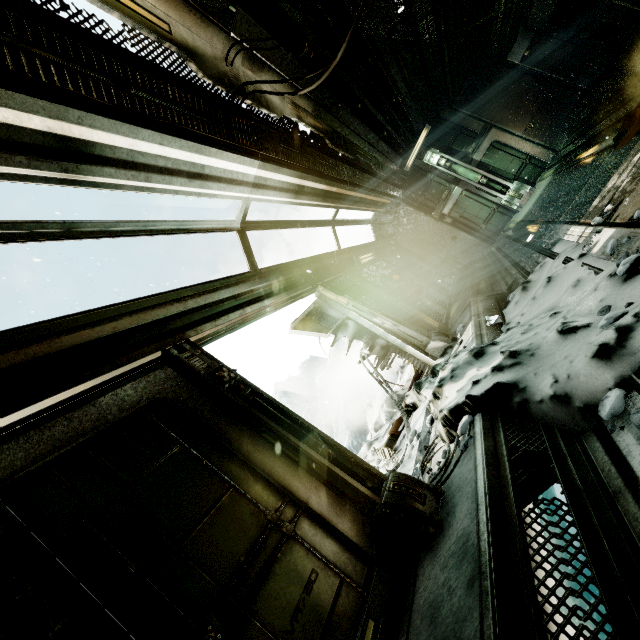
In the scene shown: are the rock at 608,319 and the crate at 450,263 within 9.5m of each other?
no

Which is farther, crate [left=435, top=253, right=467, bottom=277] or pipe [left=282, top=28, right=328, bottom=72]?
crate [left=435, top=253, right=467, bottom=277]

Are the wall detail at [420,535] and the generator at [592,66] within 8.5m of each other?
no

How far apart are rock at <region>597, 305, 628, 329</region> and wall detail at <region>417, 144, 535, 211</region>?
10.6m

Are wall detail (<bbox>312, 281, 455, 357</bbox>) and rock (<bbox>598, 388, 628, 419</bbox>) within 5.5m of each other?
yes

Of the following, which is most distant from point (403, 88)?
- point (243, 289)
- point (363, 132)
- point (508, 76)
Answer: point (243, 289)

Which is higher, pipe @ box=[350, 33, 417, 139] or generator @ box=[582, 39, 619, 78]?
pipe @ box=[350, 33, 417, 139]

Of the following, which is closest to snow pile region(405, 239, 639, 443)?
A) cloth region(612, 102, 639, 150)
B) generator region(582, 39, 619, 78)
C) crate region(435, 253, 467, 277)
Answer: cloth region(612, 102, 639, 150)
